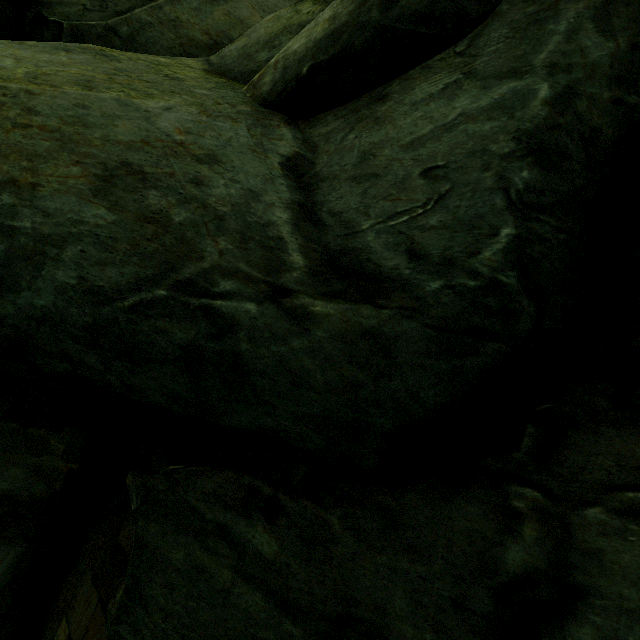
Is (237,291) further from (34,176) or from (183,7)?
(183,7)

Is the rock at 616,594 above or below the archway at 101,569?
above

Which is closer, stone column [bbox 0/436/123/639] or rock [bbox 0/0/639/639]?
rock [bbox 0/0/639/639]

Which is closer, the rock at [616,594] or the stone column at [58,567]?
the rock at [616,594]

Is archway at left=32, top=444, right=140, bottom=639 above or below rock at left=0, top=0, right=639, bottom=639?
below

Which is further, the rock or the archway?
the archway

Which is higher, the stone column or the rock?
the rock
